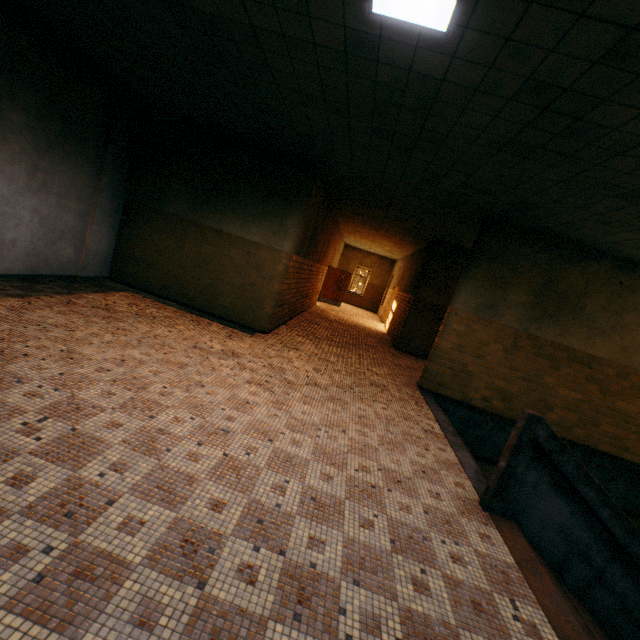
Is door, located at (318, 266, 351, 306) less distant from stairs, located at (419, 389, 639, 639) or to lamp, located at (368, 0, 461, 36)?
stairs, located at (419, 389, 639, 639)

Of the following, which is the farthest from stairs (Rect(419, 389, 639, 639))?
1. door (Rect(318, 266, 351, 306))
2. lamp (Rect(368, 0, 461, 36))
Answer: door (Rect(318, 266, 351, 306))

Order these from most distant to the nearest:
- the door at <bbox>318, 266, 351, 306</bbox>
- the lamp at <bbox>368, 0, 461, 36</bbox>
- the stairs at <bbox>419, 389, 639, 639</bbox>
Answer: the door at <bbox>318, 266, 351, 306</bbox> → the stairs at <bbox>419, 389, 639, 639</bbox> → the lamp at <bbox>368, 0, 461, 36</bbox>

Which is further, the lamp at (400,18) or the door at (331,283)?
the door at (331,283)

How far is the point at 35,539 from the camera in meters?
1.8 m

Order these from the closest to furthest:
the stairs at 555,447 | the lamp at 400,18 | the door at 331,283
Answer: the lamp at 400,18 < the stairs at 555,447 < the door at 331,283
